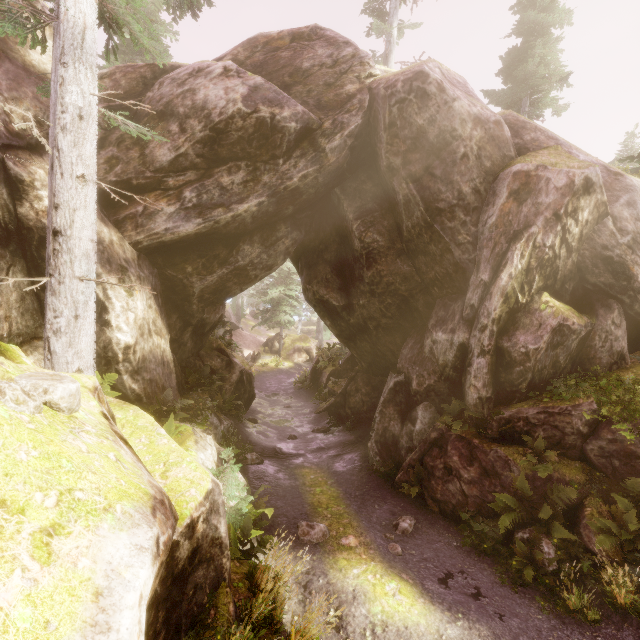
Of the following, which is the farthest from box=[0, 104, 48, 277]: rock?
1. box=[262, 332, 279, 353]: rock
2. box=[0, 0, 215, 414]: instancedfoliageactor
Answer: box=[262, 332, 279, 353]: rock

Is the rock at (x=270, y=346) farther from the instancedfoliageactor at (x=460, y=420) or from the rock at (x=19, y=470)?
the rock at (x=19, y=470)

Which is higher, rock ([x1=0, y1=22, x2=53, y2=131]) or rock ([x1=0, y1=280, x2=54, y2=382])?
rock ([x1=0, y1=22, x2=53, y2=131])

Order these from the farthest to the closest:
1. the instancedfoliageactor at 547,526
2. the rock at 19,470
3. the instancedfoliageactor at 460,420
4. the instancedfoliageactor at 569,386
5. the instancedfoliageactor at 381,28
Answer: the instancedfoliageactor at 381,28 → the instancedfoliageactor at 460,420 → the instancedfoliageactor at 569,386 → the instancedfoliageactor at 547,526 → the rock at 19,470

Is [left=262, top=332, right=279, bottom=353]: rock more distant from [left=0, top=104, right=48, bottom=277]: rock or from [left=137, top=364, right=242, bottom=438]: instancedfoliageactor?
[left=0, top=104, right=48, bottom=277]: rock

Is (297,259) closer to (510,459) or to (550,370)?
(550,370)
